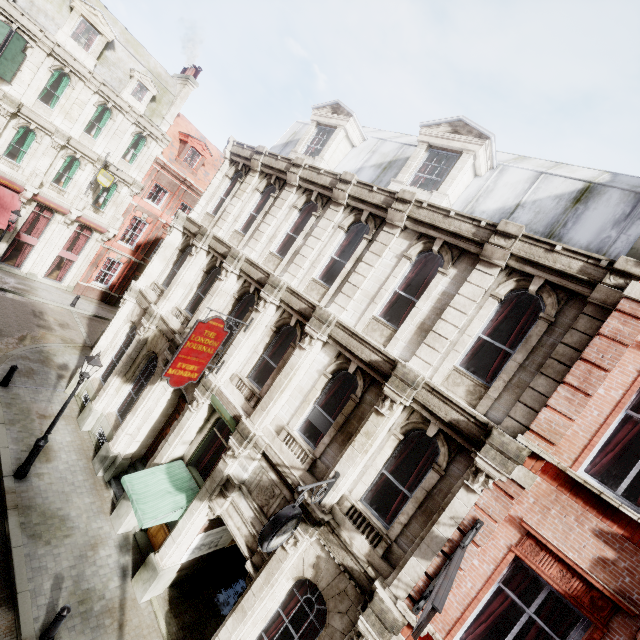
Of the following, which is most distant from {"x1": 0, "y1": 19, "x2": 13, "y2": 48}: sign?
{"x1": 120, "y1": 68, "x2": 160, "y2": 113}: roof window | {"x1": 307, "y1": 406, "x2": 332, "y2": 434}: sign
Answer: {"x1": 307, "y1": 406, "x2": 332, "y2": 434}: sign

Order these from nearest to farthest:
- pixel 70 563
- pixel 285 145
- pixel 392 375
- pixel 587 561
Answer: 1. pixel 587 561
2. pixel 392 375
3. pixel 70 563
4. pixel 285 145

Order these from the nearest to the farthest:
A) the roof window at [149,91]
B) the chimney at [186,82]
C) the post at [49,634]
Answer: the post at [49,634]
the roof window at [149,91]
the chimney at [186,82]

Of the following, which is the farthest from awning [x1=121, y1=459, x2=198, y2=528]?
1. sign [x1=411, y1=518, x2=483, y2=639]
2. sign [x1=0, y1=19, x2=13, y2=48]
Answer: sign [x1=0, y1=19, x2=13, y2=48]

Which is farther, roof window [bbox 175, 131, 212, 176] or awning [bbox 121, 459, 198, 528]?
roof window [bbox 175, 131, 212, 176]

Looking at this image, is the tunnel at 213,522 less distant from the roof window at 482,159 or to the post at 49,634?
Result: the post at 49,634

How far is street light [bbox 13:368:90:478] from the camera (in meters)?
10.23

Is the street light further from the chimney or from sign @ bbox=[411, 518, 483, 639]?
the chimney
